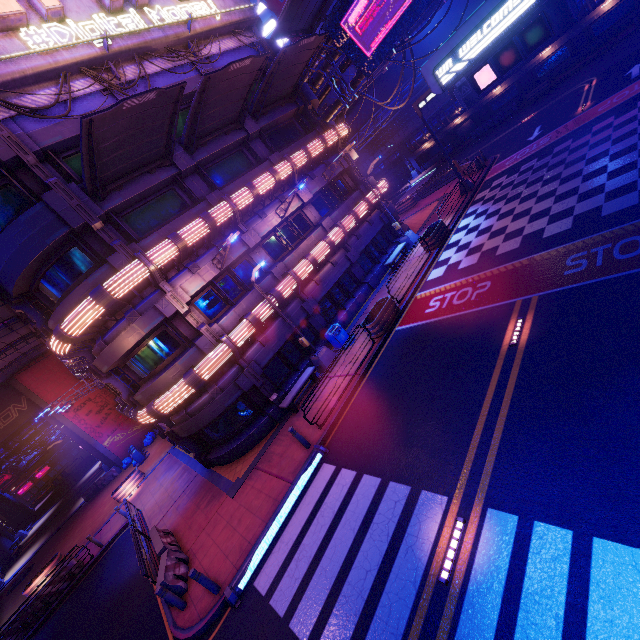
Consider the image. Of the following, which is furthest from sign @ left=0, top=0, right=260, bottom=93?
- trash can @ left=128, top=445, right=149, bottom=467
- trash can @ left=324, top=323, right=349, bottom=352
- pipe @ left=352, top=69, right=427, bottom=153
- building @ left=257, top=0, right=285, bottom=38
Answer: building @ left=257, top=0, right=285, bottom=38

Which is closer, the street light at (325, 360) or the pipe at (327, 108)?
the street light at (325, 360)

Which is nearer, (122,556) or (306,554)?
(306,554)

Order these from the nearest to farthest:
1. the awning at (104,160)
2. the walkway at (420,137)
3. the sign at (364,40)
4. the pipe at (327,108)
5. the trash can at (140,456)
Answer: the awning at (104,160)
the sign at (364,40)
the pipe at (327,108)
the trash can at (140,456)
the walkway at (420,137)

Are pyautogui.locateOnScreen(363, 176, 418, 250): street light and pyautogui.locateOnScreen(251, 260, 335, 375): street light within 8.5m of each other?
no

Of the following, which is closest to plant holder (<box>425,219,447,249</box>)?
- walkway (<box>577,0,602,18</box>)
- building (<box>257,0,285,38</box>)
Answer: walkway (<box>577,0,602,18</box>)

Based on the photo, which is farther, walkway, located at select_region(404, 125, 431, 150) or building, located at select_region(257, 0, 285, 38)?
building, located at select_region(257, 0, 285, 38)

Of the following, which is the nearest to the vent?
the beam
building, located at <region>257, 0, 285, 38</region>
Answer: building, located at <region>257, 0, 285, 38</region>
